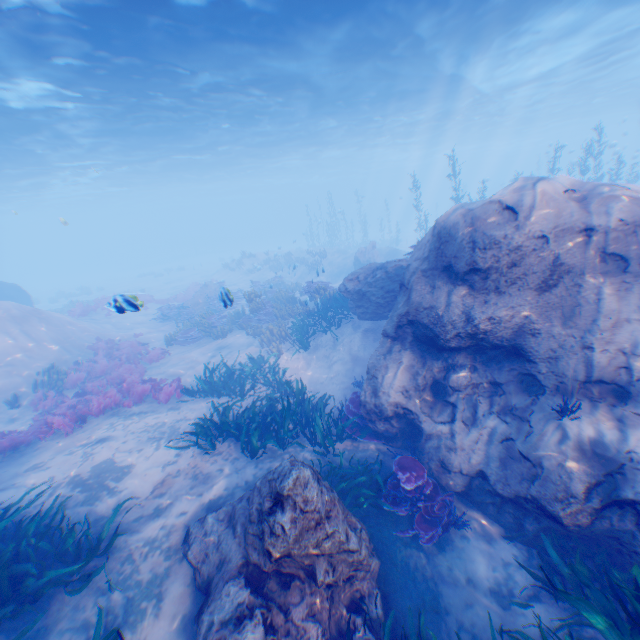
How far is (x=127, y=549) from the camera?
5.9 meters

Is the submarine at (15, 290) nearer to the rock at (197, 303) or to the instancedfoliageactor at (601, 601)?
the instancedfoliageactor at (601, 601)

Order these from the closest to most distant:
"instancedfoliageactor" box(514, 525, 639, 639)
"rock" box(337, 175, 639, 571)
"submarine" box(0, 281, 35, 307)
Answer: "instancedfoliageactor" box(514, 525, 639, 639), "rock" box(337, 175, 639, 571), "submarine" box(0, 281, 35, 307)

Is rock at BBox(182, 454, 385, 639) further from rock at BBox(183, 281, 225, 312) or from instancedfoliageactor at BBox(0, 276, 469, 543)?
rock at BBox(183, 281, 225, 312)

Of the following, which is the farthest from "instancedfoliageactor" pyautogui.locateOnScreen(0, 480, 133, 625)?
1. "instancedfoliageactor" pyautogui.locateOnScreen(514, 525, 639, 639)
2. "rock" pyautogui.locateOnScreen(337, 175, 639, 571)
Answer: "instancedfoliageactor" pyautogui.locateOnScreen(514, 525, 639, 639)

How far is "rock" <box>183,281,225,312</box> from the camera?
21.9 meters

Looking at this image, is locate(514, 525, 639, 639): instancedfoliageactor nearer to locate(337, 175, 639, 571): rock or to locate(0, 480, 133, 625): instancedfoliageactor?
locate(337, 175, 639, 571): rock

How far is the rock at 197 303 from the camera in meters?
21.9 m
